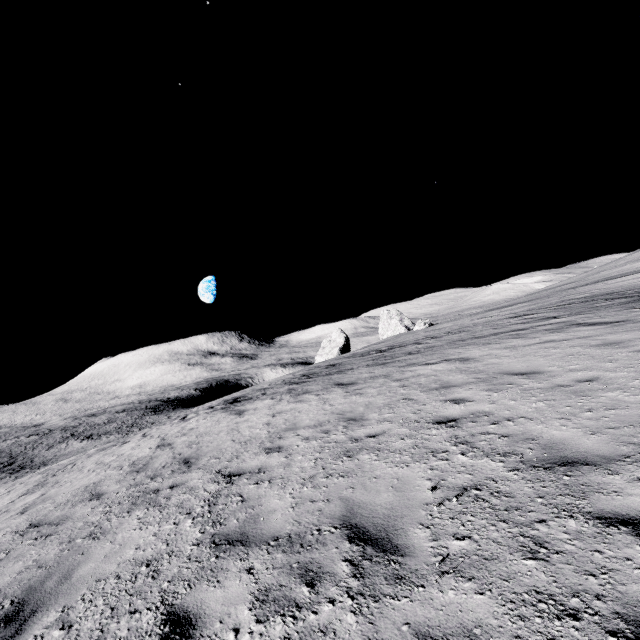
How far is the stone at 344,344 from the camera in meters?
54.6

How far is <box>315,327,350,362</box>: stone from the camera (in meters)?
54.56

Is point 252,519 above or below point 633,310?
below
